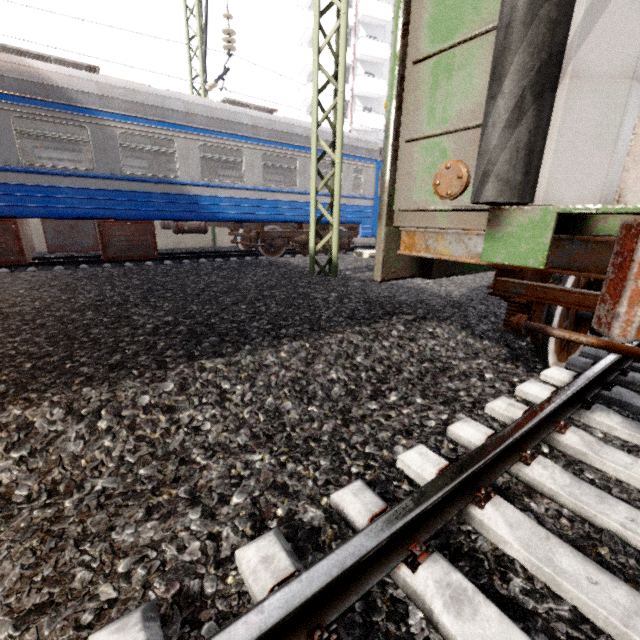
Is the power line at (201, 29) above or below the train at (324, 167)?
above

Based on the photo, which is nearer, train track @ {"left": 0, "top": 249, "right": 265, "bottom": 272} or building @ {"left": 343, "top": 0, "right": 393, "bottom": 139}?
train track @ {"left": 0, "top": 249, "right": 265, "bottom": 272}

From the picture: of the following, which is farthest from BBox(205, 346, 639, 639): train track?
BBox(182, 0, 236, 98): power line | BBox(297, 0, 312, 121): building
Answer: BBox(297, 0, 312, 121): building

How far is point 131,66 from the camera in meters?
8.2

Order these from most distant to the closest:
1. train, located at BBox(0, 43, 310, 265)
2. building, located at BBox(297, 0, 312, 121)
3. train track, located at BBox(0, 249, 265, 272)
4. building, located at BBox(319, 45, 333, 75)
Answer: building, located at BBox(297, 0, 312, 121) < building, located at BBox(319, 45, 333, 75) < train track, located at BBox(0, 249, 265, 272) < train, located at BBox(0, 43, 310, 265)

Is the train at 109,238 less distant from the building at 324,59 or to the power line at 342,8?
the power line at 342,8

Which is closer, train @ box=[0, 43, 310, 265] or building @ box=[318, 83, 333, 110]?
train @ box=[0, 43, 310, 265]
